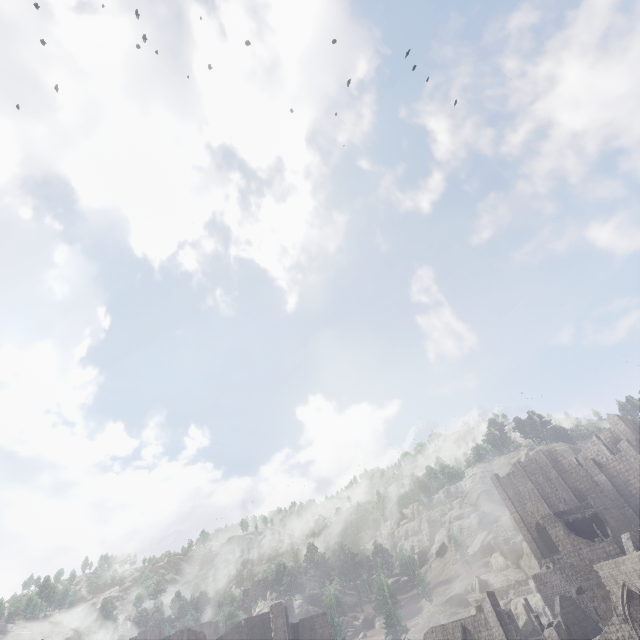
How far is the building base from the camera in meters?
38.9

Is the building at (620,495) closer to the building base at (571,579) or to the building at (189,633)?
the building base at (571,579)

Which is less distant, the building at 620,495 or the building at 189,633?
the building at 620,495

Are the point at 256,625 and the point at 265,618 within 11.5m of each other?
yes

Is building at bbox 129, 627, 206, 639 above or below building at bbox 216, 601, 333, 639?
above

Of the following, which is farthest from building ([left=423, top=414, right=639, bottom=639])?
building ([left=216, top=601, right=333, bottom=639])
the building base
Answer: building ([left=216, top=601, right=333, bottom=639])
